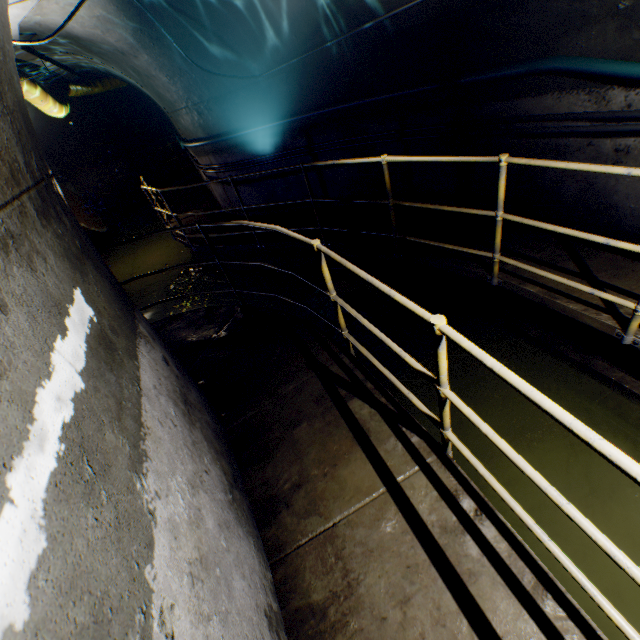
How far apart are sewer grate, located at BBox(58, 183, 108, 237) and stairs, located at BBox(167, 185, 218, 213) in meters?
2.0 m

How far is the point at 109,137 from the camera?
14.2 meters

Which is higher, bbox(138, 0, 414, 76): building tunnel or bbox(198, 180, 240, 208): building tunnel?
bbox(138, 0, 414, 76): building tunnel

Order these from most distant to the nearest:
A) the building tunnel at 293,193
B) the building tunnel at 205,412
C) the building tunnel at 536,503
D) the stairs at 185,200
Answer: the stairs at 185,200
the building tunnel at 293,193
the building tunnel at 536,503
the building tunnel at 205,412

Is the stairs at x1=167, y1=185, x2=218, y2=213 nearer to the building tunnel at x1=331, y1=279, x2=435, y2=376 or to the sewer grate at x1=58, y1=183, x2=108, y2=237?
the building tunnel at x1=331, y1=279, x2=435, y2=376

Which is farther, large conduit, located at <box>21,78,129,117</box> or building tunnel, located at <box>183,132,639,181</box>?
large conduit, located at <box>21,78,129,117</box>

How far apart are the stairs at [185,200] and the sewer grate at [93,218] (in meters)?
2.05

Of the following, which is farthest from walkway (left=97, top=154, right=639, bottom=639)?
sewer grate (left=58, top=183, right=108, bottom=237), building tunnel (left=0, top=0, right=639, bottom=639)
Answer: sewer grate (left=58, top=183, right=108, bottom=237)
